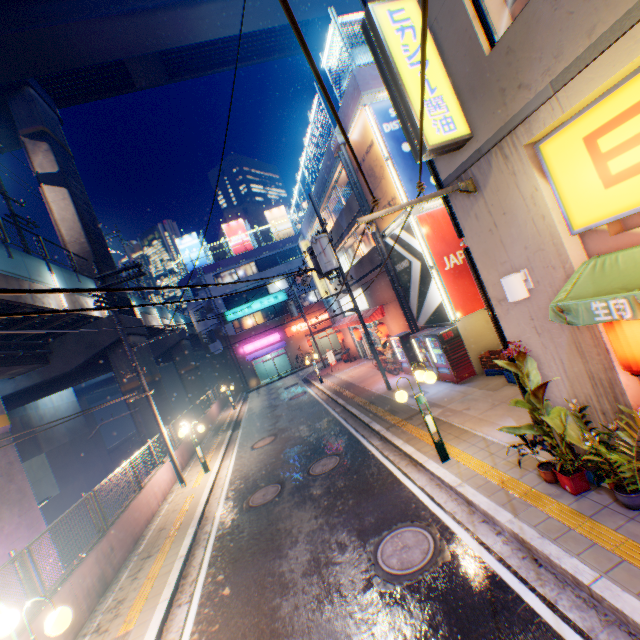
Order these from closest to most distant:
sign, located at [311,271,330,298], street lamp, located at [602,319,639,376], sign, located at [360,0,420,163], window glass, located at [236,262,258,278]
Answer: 1. street lamp, located at [602,319,639,376]
2. sign, located at [360,0,420,163]
3. sign, located at [311,271,330,298]
4. window glass, located at [236,262,258,278]

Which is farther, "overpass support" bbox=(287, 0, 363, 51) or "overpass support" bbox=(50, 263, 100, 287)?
"overpass support" bbox=(287, 0, 363, 51)

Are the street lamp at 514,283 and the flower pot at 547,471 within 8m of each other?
yes

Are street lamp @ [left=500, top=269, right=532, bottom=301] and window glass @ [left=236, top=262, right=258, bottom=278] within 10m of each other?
no

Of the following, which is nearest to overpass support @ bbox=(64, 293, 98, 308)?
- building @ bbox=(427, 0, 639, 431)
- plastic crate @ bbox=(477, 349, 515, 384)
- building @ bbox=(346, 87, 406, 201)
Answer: building @ bbox=(427, 0, 639, 431)

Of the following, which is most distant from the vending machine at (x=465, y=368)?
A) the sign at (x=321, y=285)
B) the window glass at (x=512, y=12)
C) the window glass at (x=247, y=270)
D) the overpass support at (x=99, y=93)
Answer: the window glass at (x=247, y=270)

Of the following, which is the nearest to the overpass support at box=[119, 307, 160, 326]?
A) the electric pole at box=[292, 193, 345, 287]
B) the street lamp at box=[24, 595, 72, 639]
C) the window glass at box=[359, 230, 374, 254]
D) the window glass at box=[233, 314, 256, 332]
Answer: the street lamp at box=[24, 595, 72, 639]

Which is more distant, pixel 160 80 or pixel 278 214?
pixel 278 214
